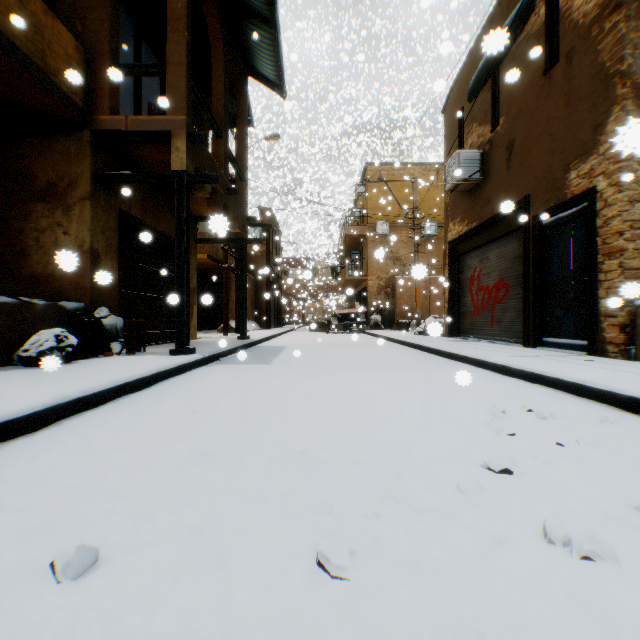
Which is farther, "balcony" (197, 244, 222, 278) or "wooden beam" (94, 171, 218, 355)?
"balcony" (197, 244, 222, 278)

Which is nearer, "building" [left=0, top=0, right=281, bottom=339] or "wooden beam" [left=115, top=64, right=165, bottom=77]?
"building" [left=0, top=0, right=281, bottom=339]

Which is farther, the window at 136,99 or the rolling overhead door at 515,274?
the rolling overhead door at 515,274

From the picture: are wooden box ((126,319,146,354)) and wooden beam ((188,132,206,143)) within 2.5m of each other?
no

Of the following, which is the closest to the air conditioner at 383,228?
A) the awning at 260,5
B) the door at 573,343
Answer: the awning at 260,5

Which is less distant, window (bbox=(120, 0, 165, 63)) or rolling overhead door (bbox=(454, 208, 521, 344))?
window (bbox=(120, 0, 165, 63))

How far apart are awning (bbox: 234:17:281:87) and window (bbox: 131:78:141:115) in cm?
141

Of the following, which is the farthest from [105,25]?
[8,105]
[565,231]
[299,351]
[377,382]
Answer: [565,231]
